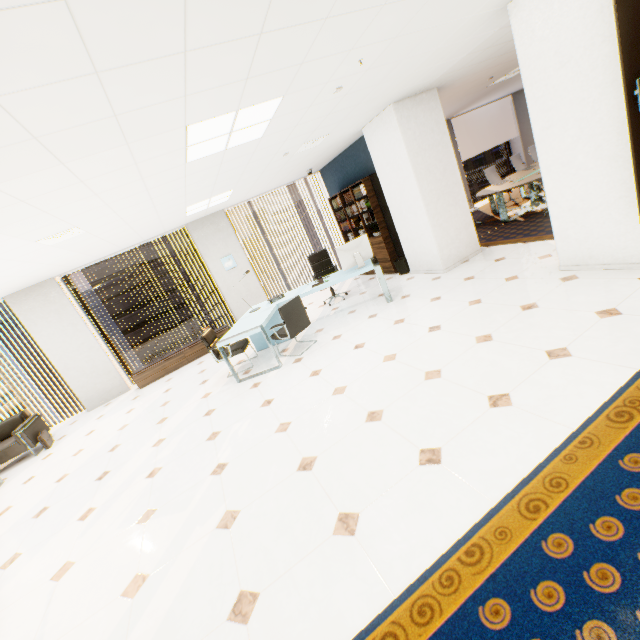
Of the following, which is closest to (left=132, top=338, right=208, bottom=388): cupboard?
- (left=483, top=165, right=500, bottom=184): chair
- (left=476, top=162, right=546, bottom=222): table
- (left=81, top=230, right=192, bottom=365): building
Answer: (left=476, top=162, right=546, bottom=222): table

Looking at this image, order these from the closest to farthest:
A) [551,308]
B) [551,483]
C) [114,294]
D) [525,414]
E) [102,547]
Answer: [551,483]
[525,414]
[102,547]
[551,308]
[114,294]

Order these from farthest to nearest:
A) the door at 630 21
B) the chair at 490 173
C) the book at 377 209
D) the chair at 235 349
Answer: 1. the chair at 490 173
2. the book at 377 209
3. the chair at 235 349
4. the door at 630 21

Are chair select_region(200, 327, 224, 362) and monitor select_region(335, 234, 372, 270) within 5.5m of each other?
yes

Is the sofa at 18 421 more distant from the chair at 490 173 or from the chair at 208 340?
the chair at 490 173

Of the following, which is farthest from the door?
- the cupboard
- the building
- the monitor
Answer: the building

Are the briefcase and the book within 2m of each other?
no

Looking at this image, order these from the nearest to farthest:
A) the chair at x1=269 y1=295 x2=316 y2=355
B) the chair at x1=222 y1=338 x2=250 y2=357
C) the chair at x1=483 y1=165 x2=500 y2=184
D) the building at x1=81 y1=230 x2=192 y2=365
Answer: the chair at x1=269 y1=295 x2=316 y2=355 < the chair at x1=222 y1=338 x2=250 y2=357 < the chair at x1=483 y1=165 x2=500 y2=184 < the building at x1=81 y1=230 x2=192 y2=365
